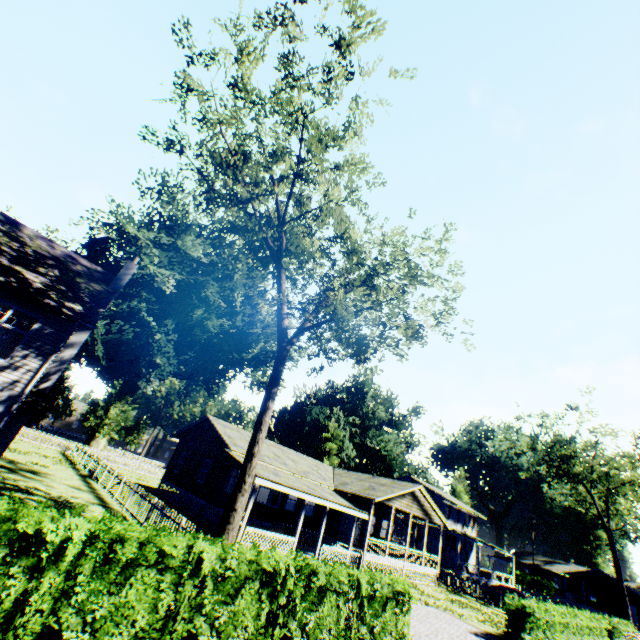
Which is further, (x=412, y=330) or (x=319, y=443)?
(x=319, y=443)

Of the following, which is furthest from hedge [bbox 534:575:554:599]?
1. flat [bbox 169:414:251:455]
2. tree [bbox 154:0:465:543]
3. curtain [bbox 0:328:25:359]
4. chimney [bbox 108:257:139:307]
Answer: curtain [bbox 0:328:25:359]

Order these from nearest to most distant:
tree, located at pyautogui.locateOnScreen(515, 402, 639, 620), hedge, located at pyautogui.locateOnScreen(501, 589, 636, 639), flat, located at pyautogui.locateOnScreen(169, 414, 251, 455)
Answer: hedge, located at pyautogui.locateOnScreen(501, 589, 636, 639) < flat, located at pyautogui.locateOnScreen(169, 414, 251, 455) < tree, located at pyautogui.locateOnScreen(515, 402, 639, 620)

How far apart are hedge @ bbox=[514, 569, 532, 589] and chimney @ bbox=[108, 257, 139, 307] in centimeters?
7161cm

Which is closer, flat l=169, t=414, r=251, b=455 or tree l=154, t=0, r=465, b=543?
tree l=154, t=0, r=465, b=543

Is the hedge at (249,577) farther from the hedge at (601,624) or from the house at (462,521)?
the house at (462,521)

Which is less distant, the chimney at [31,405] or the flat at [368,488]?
the chimney at [31,405]
